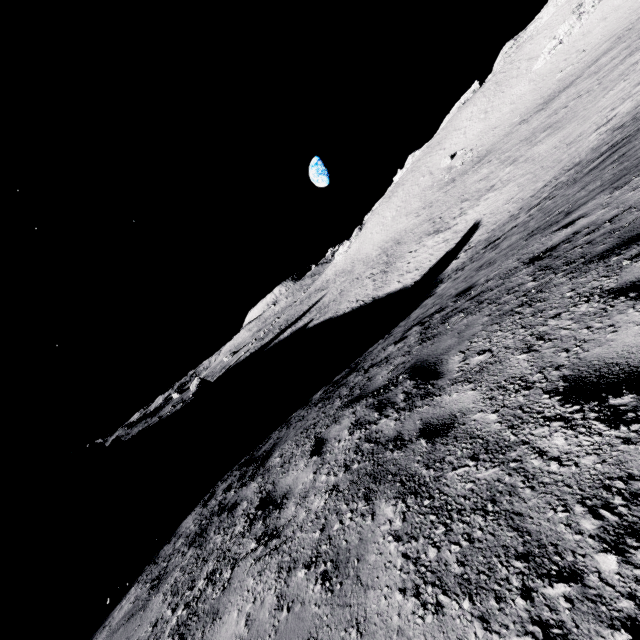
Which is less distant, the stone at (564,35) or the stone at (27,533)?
the stone at (27,533)

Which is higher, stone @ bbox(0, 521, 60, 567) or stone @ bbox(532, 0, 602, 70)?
stone @ bbox(532, 0, 602, 70)

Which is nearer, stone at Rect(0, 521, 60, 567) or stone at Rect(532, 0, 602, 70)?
stone at Rect(0, 521, 60, 567)

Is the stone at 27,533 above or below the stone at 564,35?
below

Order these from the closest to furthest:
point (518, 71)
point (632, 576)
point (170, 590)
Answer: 1. point (632, 576)
2. point (170, 590)
3. point (518, 71)
